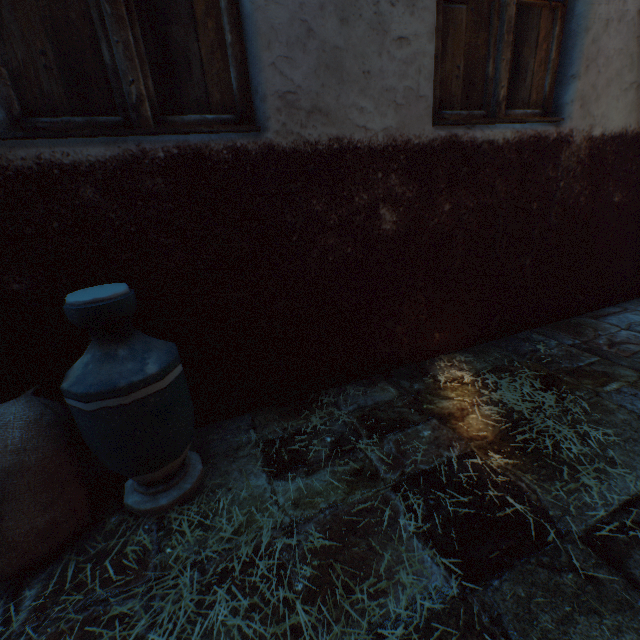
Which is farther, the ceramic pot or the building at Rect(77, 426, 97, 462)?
the building at Rect(77, 426, 97, 462)

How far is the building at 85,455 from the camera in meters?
1.6

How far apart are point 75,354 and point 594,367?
3.0m

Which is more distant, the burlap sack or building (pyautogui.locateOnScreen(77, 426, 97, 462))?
building (pyautogui.locateOnScreen(77, 426, 97, 462))

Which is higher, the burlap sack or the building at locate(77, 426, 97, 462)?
the burlap sack

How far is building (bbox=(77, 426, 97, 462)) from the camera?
1.6 meters

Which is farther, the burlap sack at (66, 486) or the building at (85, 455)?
the building at (85, 455)

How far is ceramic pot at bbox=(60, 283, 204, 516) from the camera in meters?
1.1 m
